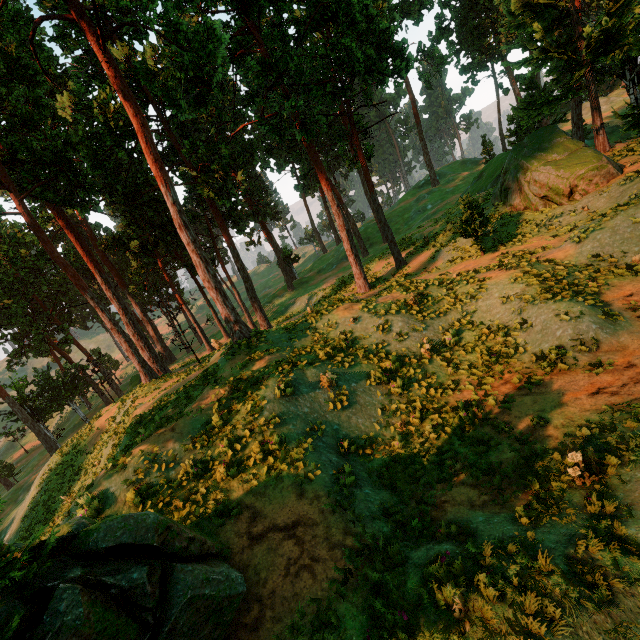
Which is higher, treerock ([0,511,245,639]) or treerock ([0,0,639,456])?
treerock ([0,0,639,456])

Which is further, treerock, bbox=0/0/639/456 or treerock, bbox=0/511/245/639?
treerock, bbox=0/0/639/456

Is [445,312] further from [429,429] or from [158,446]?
[158,446]

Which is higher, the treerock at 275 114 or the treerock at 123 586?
the treerock at 275 114

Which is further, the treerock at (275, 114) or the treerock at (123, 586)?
the treerock at (275, 114)
